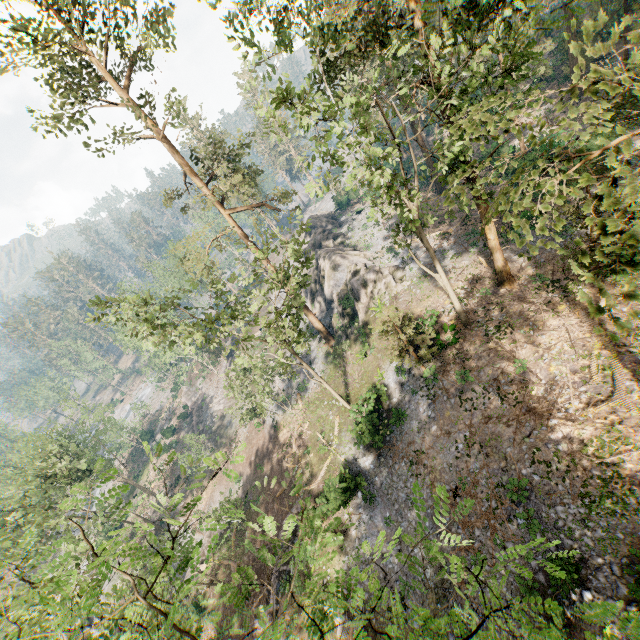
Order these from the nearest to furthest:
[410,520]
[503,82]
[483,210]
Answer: [503,82]
[483,210]
[410,520]

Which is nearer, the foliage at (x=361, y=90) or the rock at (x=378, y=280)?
the foliage at (x=361, y=90)

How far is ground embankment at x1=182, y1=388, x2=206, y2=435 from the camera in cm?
5025

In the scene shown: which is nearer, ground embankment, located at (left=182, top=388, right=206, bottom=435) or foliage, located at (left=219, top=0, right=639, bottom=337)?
foliage, located at (left=219, top=0, right=639, bottom=337)

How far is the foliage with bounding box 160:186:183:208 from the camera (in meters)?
27.09

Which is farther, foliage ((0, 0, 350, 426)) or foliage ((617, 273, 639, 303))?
foliage ((0, 0, 350, 426))

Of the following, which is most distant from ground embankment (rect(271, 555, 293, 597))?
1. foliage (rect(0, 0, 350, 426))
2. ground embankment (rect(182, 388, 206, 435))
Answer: ground embankment (rect(182, 388, 206, 435))

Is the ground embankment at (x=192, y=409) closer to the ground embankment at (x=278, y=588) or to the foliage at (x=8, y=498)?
the foliage at (x=8, y=498)
